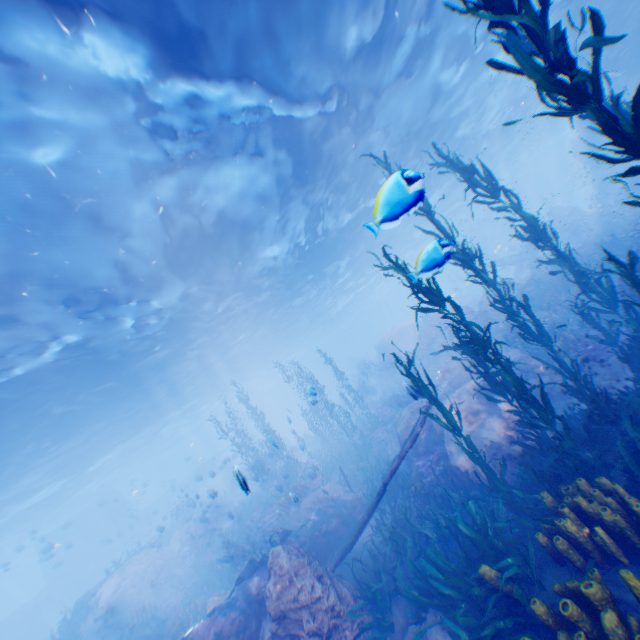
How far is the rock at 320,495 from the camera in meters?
13.9 m

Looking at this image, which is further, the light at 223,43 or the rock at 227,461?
the rock at 227,461

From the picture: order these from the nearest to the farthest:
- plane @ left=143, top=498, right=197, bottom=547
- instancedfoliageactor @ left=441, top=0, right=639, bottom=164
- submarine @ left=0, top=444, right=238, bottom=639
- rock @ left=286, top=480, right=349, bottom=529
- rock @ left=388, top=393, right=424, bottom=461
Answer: instancedfoliageactor @ left=441, top=0, right=639, bottom=164, rock @ left=388, top=393, right=424, bottom=461, rock @ left=286, top=480, right=349, bottom=529, plane @ left=143, top=498, right=197, bottom=547, submarine @ left=0, top=444, right=238, bottom=639

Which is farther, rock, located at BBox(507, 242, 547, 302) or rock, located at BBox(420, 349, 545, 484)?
Answer: rock, located at BBox(507, 242, 547, 302)

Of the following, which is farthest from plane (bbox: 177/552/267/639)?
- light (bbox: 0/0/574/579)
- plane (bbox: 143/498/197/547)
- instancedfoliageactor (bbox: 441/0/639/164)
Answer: plane (bbox: 143/498/197/547)

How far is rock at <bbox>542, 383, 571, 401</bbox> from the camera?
10.20m

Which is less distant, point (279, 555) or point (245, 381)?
point (279, 555)
